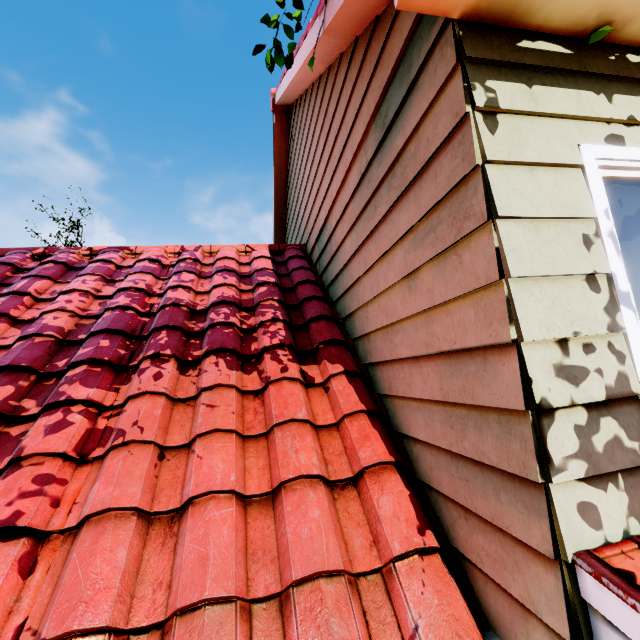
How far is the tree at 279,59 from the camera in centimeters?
226cm

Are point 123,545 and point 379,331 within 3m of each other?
yes

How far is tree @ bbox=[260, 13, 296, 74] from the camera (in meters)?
2.26
